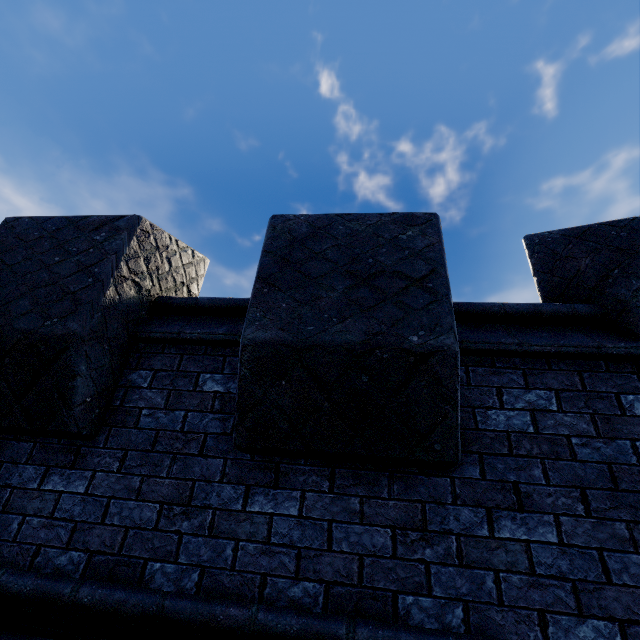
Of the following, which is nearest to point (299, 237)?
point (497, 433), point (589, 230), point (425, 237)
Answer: point (425, 237)
